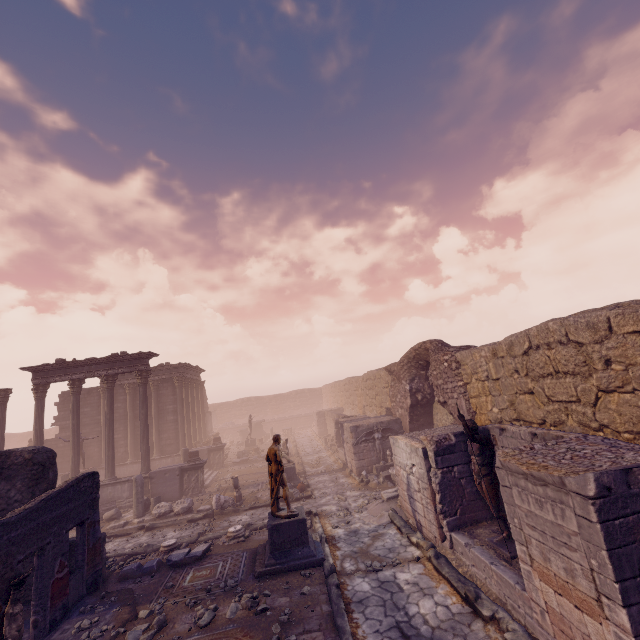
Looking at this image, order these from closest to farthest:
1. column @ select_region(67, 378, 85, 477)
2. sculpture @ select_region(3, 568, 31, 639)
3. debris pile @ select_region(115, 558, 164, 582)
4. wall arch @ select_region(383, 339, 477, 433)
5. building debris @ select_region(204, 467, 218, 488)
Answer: sculpture @ select_region(3, 568, 31, 639) → debris pile @ select_region(115, 558, 164, 582) → wall arch @ select_region(383, 339, 477, 433) → column @ select_region(67, 378, 85, 477) → building debris @ select_region(204, 467, 218, 488)

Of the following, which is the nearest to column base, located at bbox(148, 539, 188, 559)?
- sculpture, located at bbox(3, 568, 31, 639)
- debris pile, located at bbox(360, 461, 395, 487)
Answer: sculpture, located at bbox(3, 568, 31, 639)

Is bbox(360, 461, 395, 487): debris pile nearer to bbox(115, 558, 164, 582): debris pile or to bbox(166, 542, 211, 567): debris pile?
bbox(166, 542, 211, 567): debris pile

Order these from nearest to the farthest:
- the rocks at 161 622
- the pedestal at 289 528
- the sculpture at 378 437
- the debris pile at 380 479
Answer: the rocks at 161 622 → the pedestal at 289 528 → the debris pile at 380 479 → the sculpture at 378 437

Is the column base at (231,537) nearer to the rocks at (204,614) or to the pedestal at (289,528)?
the pedestal at (289,528)

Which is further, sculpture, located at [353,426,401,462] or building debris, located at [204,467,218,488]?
building debris, located at [204,467,218,488]

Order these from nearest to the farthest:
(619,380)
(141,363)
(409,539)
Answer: (619,380) < (409,539) < (141,363)

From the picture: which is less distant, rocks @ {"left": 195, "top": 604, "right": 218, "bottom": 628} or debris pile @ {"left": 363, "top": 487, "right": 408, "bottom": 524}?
rocks @ {"left": 195, "top": 604, "right": 218, "bottom": 628}
